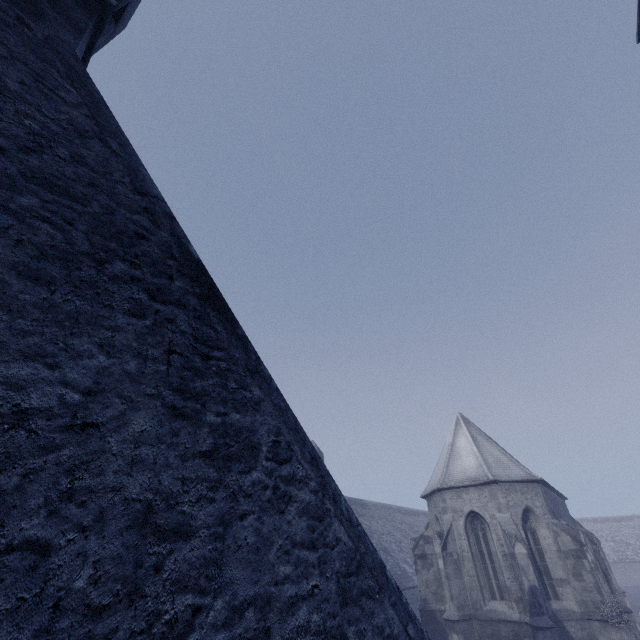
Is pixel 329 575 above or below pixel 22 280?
below
